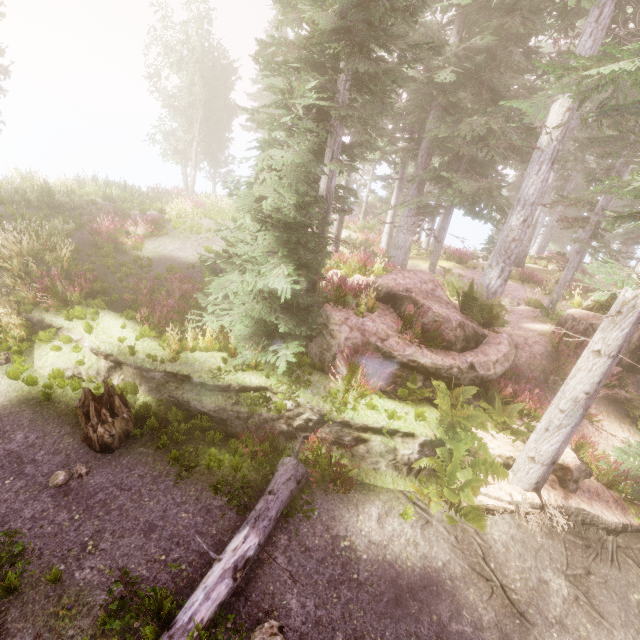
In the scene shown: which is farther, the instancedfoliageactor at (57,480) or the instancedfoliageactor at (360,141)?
the instancedfoliageactor at (360,141)

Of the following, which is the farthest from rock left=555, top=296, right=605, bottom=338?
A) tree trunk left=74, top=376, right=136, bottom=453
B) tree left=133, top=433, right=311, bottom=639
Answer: tree trunk left=74, top=376, right=136, bottom=453

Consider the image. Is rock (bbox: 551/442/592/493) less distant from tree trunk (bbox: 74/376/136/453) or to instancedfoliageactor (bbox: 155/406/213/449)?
instancedfoliageactor (bbox: 155/406/213/449)

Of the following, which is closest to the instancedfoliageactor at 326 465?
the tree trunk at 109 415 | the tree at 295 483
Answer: the tree at 295 483

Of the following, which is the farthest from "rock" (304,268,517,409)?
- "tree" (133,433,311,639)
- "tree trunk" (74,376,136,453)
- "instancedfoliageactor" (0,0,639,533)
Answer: "tree trunk" (74,376,136,453)

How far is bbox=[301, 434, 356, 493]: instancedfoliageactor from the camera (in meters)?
7.06

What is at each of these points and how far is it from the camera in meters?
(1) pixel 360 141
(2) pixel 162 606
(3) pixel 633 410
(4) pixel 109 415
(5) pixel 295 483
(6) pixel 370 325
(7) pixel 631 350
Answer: (1) instancedfoliageactor, 8.8
(2) instancedfoliageactor, 4.9
(3) instancedfoliageactor, 10.4
(4) tree trunk, 7.1
(5) tree, 7.0
(6) rock, 8.9
(7) rock, 11.0
